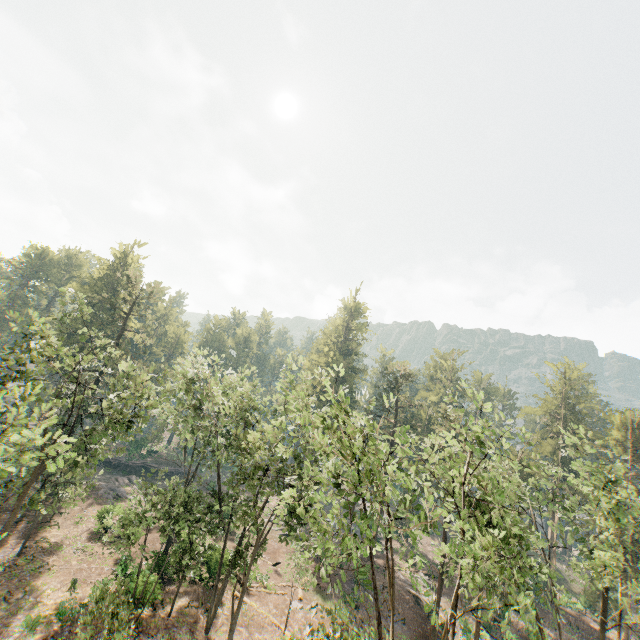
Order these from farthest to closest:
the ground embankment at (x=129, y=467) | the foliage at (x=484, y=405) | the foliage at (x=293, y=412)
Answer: the ground embankment at (x=129, y=467) → the foliage at (x=484, y=405) → the foliage at (x=293, y=412)

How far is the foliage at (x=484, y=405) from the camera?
15.61m

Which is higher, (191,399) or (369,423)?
(369,423)

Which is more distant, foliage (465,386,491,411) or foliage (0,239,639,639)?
foliage (465,386,491,411)

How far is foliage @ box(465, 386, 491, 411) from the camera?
15.6m

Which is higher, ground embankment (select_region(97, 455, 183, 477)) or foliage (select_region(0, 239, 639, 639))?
foliage (select_region(0, 239, 639, 639))

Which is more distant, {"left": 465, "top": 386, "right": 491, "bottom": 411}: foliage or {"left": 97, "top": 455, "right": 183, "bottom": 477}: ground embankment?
{"left": 97, "top": 455, "right": 183, "bottom": 477}: ground embankment

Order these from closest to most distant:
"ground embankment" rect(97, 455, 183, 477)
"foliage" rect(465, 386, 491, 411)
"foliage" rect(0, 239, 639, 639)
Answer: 1. "foliage" rect(0, 239, 639, 639)
2. "foliage" rect(465, 386, 491, 411)
3. "ground embankment" rect(97, 455, 183, 477)
